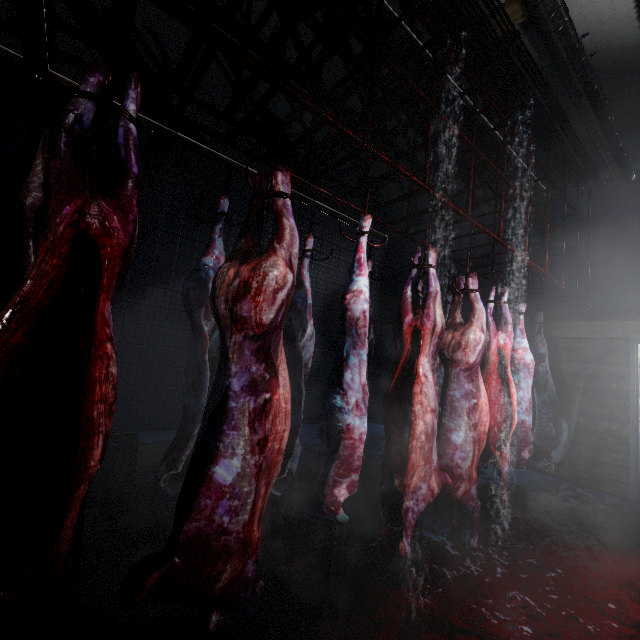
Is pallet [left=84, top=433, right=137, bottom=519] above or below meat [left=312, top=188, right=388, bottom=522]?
below

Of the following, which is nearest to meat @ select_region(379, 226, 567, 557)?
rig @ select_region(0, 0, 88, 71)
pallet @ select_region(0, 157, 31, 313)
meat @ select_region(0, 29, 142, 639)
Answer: rig @ select_region(0, 0, 88, 71)

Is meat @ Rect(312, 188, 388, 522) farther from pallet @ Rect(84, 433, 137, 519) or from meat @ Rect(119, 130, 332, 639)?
pallet @ Rect(84, 433, 137, 519)

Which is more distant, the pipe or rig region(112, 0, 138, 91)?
the pipe

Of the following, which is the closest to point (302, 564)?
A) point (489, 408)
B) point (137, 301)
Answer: point (489, 408)

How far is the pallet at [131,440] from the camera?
2.25m

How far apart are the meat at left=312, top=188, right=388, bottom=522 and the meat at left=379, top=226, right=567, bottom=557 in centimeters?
32cm

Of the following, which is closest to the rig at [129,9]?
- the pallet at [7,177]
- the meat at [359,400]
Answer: the meat at [359,400]
